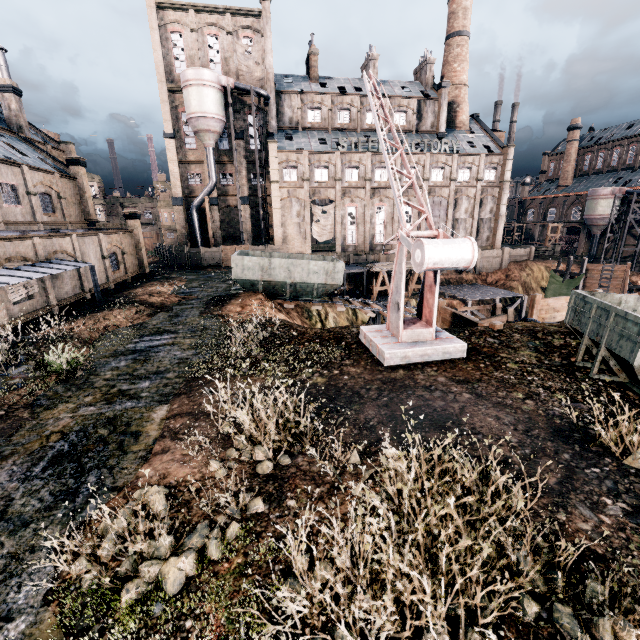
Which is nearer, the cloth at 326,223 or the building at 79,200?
the building at 79,200

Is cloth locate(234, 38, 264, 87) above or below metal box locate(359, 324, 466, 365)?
above

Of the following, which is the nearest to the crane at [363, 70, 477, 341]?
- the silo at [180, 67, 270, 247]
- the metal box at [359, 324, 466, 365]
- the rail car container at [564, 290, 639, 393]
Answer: the metal box at [359, 324, 466, 365]

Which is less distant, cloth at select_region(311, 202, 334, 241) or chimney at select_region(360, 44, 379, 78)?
cloth at select_region(311, 202, 334, 241)

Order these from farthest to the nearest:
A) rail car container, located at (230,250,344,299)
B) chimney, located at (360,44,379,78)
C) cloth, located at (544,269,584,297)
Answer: chimney, located at (360,44,379,78) < cloth, located at (544,269,584,297) < rail car container, located at (230,250,344,299)

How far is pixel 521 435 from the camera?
7.4 meters

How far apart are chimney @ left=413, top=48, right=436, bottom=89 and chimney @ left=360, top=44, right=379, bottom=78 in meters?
7.6

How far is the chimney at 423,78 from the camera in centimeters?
5025cm
